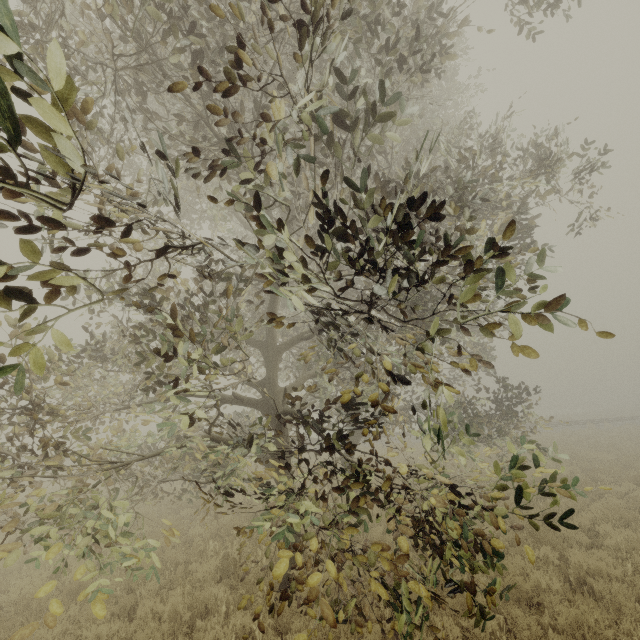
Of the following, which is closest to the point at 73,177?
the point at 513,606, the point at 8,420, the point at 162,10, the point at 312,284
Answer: the point at 312,284
